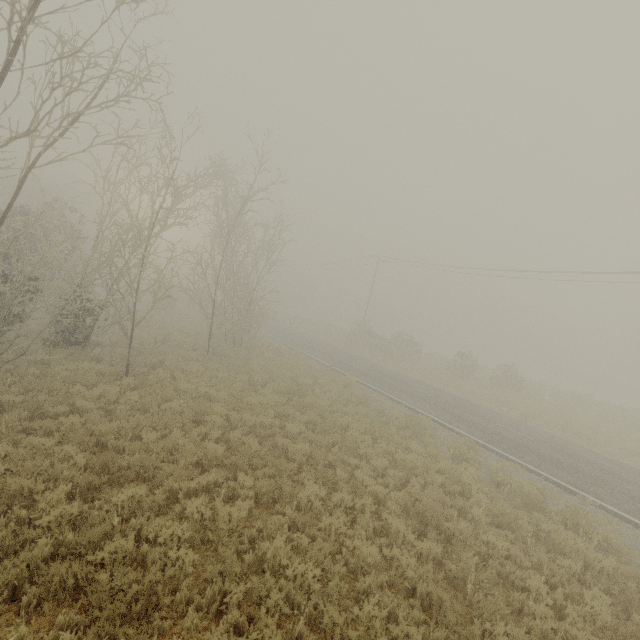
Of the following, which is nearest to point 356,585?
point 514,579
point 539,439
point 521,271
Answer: point 514,579
